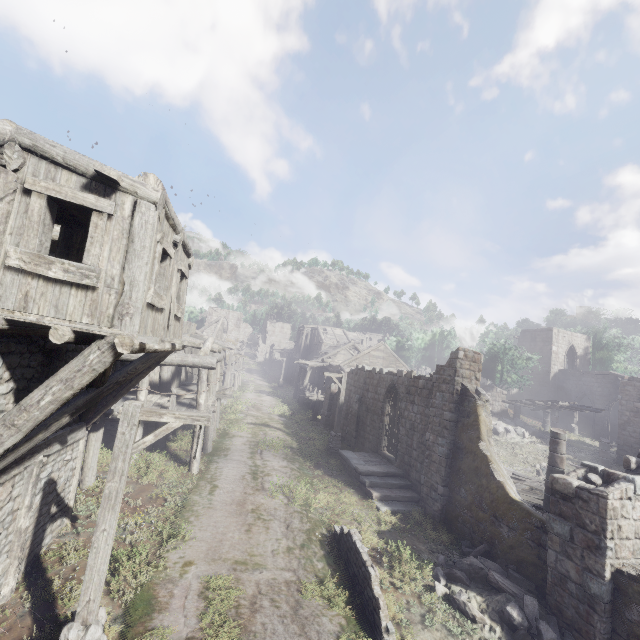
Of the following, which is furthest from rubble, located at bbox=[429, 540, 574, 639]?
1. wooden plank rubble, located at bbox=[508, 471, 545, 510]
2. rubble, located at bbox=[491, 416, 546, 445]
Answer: rubble, located at bbox=[491, 416, 546, 445]

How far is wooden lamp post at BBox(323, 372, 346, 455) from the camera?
18.9m

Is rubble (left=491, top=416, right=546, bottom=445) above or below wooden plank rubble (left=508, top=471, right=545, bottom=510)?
above

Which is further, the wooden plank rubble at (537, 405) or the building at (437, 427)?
the wooden plank rubble at (537, 405)

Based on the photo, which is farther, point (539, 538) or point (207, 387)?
point (207, 387)

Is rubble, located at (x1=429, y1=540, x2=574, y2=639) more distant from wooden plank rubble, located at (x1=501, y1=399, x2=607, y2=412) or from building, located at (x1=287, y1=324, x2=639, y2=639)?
wooden plank rubble, located at (x1=501, y1=399, x2=607, y2=412)

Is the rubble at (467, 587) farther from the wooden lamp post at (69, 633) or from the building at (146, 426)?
the wooden lamp post at (69, 633)

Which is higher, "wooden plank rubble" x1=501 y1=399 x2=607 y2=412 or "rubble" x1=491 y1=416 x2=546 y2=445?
"wooden plank rubble" x1=501 y1=399 x2=607 y2=412
